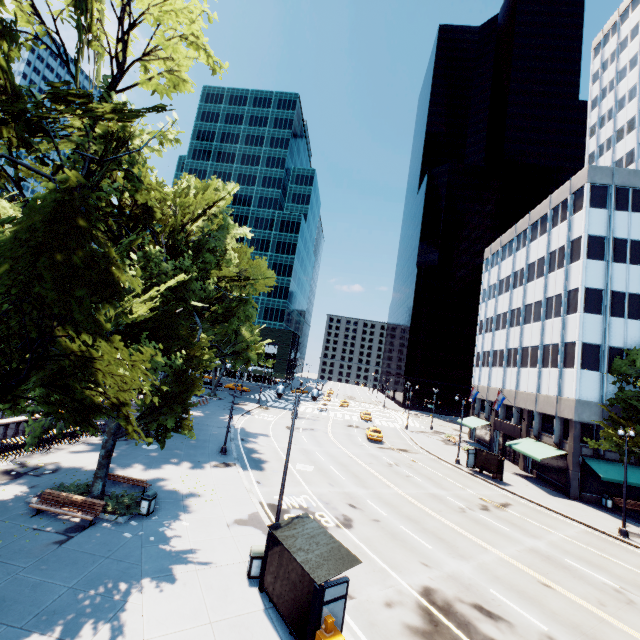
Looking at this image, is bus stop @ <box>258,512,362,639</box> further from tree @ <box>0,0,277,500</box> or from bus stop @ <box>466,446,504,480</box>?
bus stop @ <box>466,446,504,480</box>

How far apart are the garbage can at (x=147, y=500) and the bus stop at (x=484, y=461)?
29.34m

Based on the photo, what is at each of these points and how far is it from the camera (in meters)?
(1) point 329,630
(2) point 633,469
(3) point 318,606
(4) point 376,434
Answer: (1) box, 9.04
(2) building, 28.59
(3) bus stop, 9.36
(4) vehicle, 39.94

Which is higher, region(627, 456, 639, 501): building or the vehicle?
region(627, 456, 639, 501): building

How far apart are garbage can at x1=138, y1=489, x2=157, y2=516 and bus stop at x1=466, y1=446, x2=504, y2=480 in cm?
2934

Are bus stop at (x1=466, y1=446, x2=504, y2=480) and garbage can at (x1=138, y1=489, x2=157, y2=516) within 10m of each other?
no

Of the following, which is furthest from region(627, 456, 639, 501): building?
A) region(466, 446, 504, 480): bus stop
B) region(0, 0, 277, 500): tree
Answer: region(466, 446, 504, 480): bus stop

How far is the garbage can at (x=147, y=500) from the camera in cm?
1536
